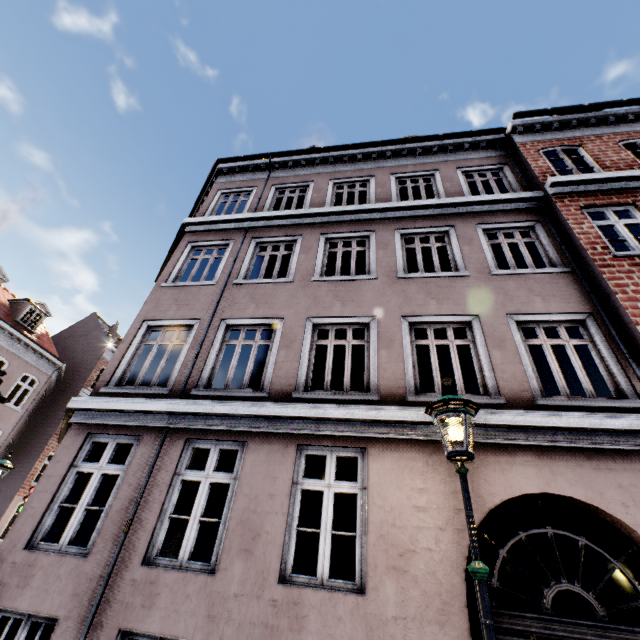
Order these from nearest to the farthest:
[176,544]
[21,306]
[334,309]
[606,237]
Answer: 1. [334,309]
2. [176,544]
3. [606,237]
4. [21,306]

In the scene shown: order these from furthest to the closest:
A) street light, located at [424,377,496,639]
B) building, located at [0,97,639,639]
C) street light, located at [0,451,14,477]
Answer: street light, located at [0,451,14,477], building, located at [0,97,639,639], street light, located at [424,377,496,639]

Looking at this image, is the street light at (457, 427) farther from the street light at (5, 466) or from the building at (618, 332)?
the street light at (5, 466)

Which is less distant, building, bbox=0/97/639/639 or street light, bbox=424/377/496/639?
street light, bbox=424/377/496/639

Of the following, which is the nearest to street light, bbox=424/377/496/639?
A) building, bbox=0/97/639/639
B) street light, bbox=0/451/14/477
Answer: building, bbox=0/97/639/639

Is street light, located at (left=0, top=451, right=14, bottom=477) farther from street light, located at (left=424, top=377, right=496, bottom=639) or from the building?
street light, located at (left=424, top=377, right=496, bottom=639)

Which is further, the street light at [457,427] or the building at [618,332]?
the building at [618,332]
